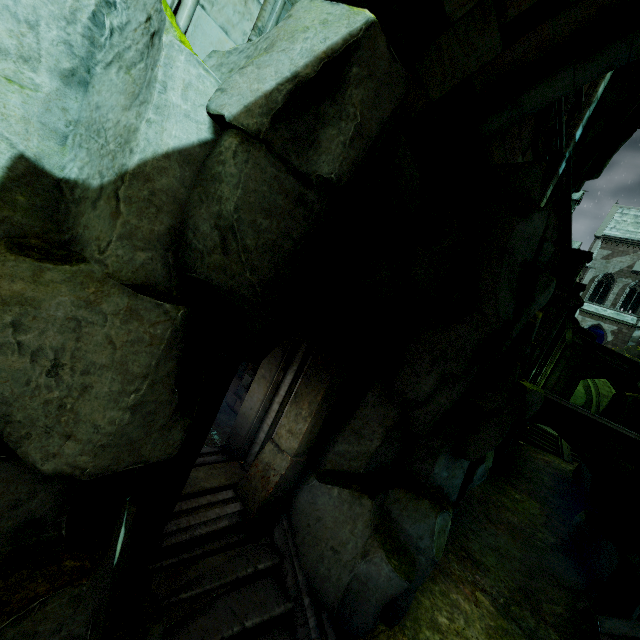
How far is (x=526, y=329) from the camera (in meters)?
A: 6.55

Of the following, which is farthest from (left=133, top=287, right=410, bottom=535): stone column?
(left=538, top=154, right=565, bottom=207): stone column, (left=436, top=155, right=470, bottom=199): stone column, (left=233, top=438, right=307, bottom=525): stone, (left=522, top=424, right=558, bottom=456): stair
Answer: (left=522, top=424, right=558, bottom=456): stair

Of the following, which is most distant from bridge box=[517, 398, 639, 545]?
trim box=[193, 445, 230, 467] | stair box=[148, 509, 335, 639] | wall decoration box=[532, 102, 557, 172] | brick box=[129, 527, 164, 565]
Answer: brick box=[129, 527, 164, 565]

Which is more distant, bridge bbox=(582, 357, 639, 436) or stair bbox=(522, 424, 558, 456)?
bridge bbox=(582, 357, 639, 436)

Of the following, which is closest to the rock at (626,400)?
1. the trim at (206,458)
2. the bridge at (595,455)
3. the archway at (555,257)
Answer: the bridge at (595,455)

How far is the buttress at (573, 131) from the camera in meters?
9.4

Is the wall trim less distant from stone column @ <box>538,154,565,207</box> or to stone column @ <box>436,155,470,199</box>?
stone column @ <box>538,154,565,207</box>

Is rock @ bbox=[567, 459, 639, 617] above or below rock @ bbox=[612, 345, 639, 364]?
below
